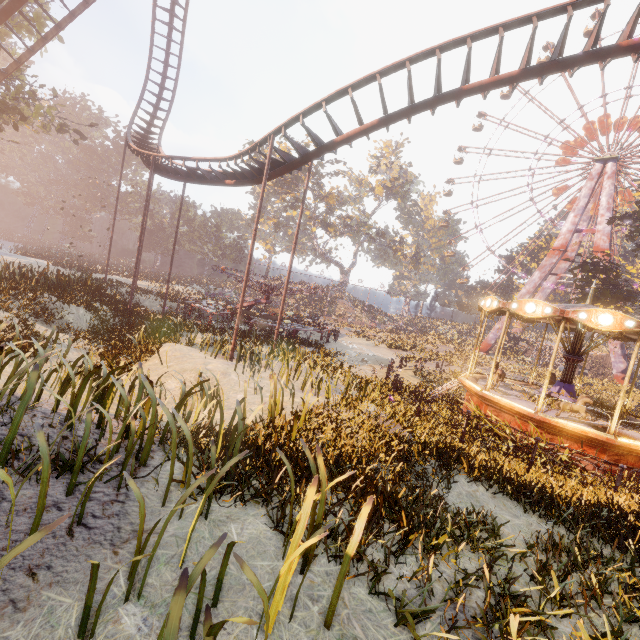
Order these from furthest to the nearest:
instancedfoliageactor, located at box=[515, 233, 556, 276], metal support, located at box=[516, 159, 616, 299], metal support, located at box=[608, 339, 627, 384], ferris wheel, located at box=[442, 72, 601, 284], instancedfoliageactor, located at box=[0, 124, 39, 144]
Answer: instancedfoliageactor, located at box=[0, 124, 39, 144] < instancedfoliageactor, located at box=[515, 233, 556, 276] < ferris wheel, located at box=[442, 72, 601, 284] < metal support, located at box=[516, 159, 616, 299] < metal support, located at box=[608, 339, 627, 384]

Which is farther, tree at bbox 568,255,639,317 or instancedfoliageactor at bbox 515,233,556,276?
instancedfoliageactor at bbox 515,233,556,276

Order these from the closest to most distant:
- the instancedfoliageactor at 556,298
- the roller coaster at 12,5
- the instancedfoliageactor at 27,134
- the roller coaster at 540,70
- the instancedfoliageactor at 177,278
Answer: the roller coaster at 540,70 → the roller coaster at 12,5 → the instancedfoliageactor at 177,278 → the instancedfoliageactor at 556,298 → the instancedfoliageactor at 27,134

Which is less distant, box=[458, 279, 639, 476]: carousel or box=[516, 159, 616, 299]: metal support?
box=[458, 279, 639, 476]: carousel

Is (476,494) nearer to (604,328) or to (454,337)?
(604,328)

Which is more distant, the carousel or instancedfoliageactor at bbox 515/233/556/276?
instancedfoliageactor at bbox 515/233/556/276

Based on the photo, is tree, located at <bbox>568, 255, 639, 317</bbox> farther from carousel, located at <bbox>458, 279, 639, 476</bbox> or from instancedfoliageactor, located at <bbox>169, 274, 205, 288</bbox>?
instancedfoliageactor, located at <bbox>169, 274, 205, 288</bbox>

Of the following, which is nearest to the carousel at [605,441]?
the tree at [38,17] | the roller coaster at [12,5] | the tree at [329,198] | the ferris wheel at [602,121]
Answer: the roller coaster at [12,5]
